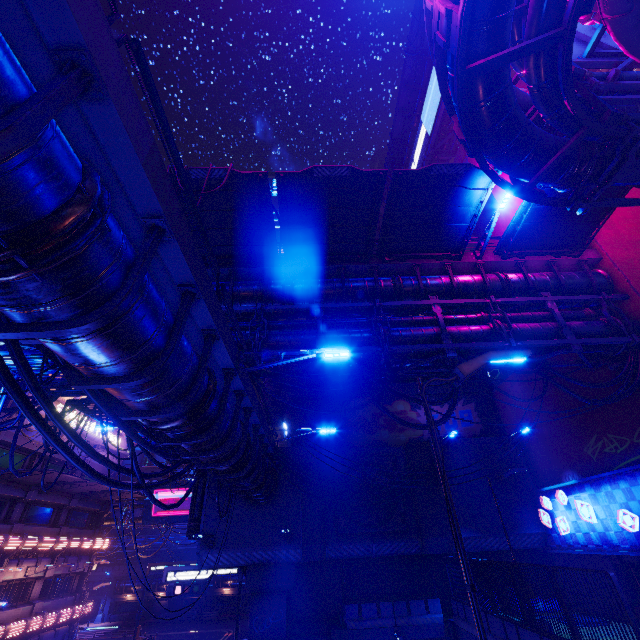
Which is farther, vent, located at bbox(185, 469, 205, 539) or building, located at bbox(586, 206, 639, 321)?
vent, located at bbox(185, 469, 205, 539)

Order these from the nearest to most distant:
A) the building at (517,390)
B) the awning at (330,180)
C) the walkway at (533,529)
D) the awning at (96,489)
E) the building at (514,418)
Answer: the awning at (330,180)
the walkway at (533,529)
the building at (517,390)
the awning at (96,489)
the building at (514,418)

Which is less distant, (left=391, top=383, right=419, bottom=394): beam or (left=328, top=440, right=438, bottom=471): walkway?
(left=328, top=440, right=438, bottom=471): walkway

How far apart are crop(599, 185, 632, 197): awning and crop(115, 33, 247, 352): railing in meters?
12.3

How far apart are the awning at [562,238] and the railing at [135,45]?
12.3m

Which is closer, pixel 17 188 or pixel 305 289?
pixel 17 188

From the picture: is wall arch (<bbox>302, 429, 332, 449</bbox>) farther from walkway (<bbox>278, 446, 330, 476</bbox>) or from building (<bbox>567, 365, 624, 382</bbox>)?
building (<bbox>567, 365, 624, 382</bbox>)

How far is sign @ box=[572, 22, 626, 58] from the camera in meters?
11.0
